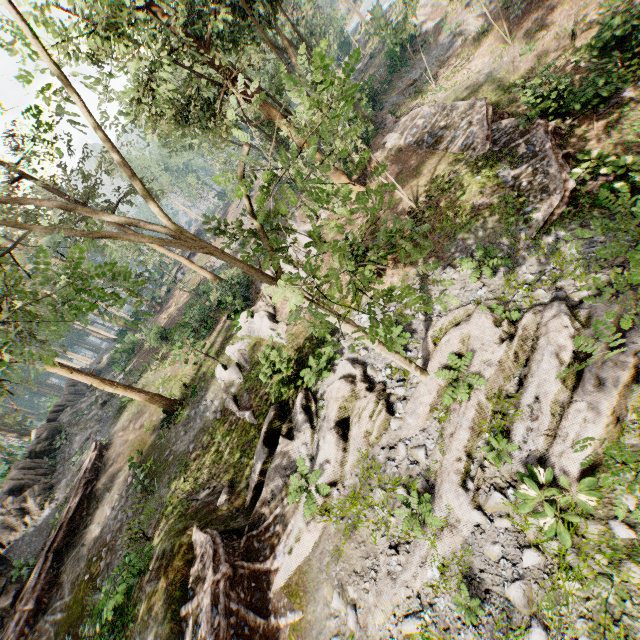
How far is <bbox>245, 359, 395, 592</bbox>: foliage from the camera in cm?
943

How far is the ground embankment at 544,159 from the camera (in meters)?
10.79

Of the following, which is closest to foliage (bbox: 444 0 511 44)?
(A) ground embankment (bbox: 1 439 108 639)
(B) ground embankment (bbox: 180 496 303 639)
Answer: (B) ground embankment (bbox: 180 496 303 639)

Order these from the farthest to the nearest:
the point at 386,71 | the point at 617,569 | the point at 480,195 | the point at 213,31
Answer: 1. the point at 386,71
2. the point at 213,31
3. the point at 480,195
4. the point at 617,569

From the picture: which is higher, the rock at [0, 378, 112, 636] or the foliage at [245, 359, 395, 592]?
the rock at [0, 378, 112, 636]

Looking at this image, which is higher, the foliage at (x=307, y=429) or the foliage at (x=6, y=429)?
the foliage at (x=6, y=429)

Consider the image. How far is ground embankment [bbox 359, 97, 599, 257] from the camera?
10.8 meters

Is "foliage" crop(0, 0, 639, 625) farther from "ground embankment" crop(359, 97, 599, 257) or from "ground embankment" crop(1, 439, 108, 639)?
"ground embankment" crop(1, 439, 108, 639)
